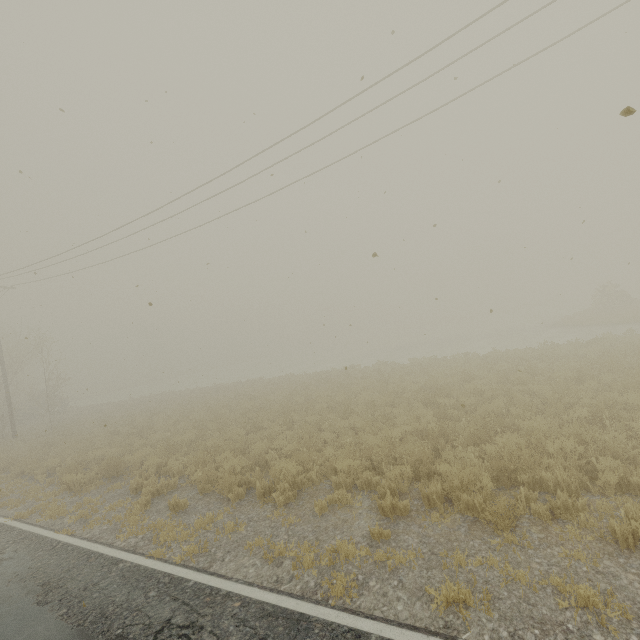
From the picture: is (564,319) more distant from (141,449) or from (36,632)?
(36,632)
